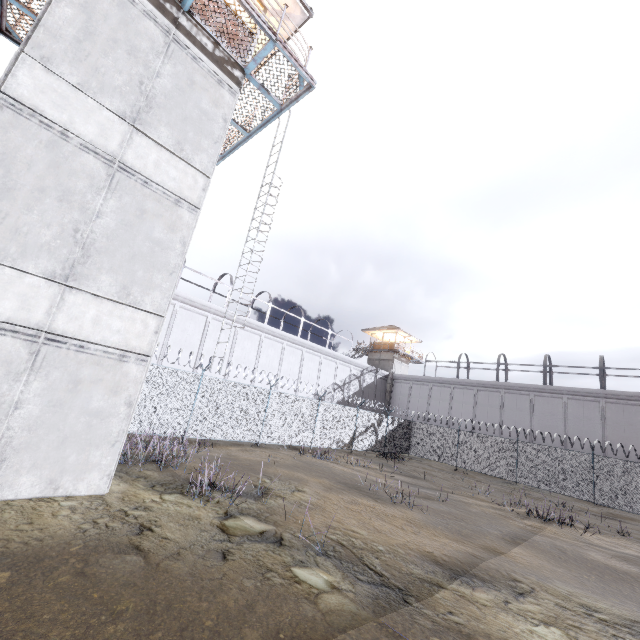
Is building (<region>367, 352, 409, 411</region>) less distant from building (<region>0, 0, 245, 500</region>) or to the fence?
the fence

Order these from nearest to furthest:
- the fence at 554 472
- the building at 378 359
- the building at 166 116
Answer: the building at 166 116, the fence at 554 472, the building at 378 359

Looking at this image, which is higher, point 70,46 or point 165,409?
point 70,46

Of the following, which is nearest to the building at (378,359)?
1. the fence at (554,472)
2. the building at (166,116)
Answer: the fence at (554,472)

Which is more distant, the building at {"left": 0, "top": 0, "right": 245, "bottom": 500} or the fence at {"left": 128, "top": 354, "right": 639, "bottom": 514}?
the fence at {"left": 128, "top": 354, "right": 639, "bottom": 514}

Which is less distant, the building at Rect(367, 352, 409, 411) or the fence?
the fence

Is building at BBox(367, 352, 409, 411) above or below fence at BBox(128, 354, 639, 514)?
above

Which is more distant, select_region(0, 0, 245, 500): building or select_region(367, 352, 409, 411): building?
select_region(367, 352, 409, 411): building
